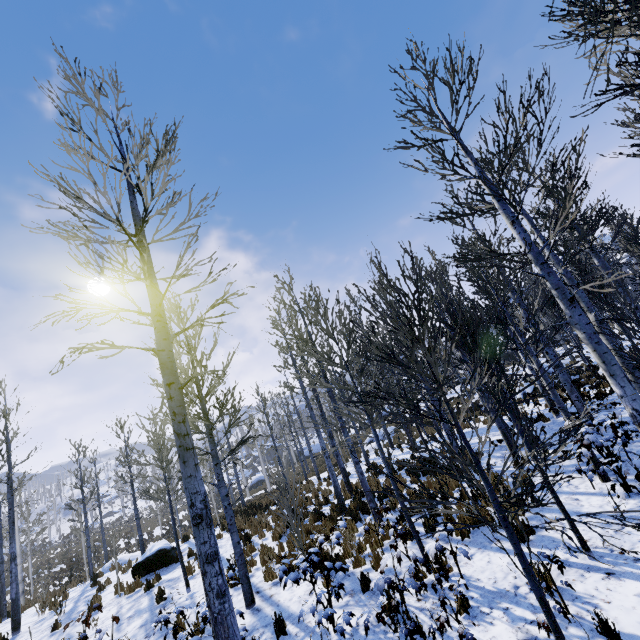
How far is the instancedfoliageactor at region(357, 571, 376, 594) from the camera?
4.7 meters

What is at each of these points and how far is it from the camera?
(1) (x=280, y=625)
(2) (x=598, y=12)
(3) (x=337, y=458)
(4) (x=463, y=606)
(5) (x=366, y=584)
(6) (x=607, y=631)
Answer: (1) instancedfoliageactor, 5.6m
(2) instancedfoliageactor, 1.4m
(3) instancedfoliageactor, 13.2m
(4) instancedfoliageactor, 4.7m
(5) instancedfoliageactor, 6.0m
(6) instancedfoliageactor, 3.7m

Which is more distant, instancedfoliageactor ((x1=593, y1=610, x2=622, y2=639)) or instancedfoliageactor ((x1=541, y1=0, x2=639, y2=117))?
instancedfoliageactor ((x1=593, y1=610, x2=622, y2=639))

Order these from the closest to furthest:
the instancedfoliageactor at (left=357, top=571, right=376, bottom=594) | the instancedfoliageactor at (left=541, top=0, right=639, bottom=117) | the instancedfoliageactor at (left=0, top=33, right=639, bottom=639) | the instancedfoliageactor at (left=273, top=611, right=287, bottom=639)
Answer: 1. the instancedfoliageactor at (left=541, top=0, right=639, bottom=117)
2. the instancedfoliageactor at (left=0, top=33, right=639, bottom=639)
3. the instancedfoliageactor at (left=357, top=571, right=376, bottom=594)
4. the instancedfoliageactor at (left=273, top=611, right=287, bottom=639)

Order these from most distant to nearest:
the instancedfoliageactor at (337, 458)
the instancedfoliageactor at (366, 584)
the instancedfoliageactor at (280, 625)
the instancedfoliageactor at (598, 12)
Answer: the instancedfoliageactor at (280, 625) → the instancedfoliageactor at (366, 584) → the instancedfoliageactor at (337, 458) → the instancedfoliageactor at (598, 12)

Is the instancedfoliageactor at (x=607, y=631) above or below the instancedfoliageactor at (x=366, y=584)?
below
